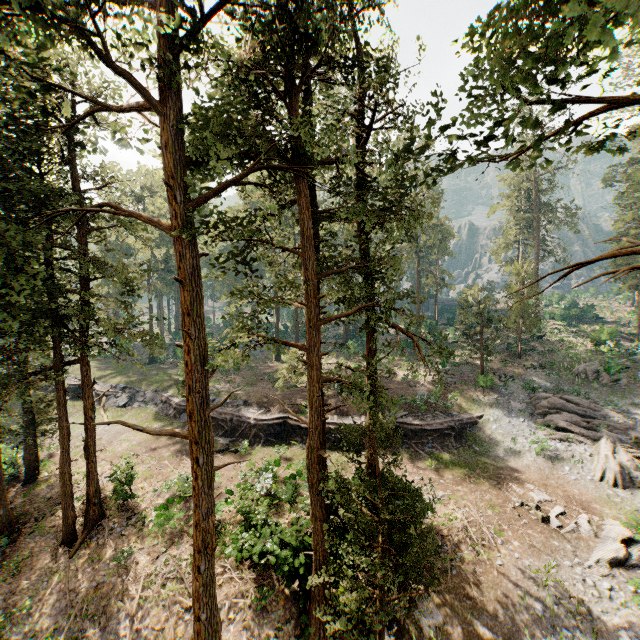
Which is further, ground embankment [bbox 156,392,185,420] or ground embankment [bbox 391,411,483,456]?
ground embankment [bbox 156,392,185,420]

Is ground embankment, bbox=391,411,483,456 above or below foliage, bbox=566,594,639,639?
above

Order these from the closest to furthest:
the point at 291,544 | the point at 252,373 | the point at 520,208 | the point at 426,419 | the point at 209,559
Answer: the point at 209,559
the point at 291,544
the point at 426,419
the point at 252,373
the point at 520,208

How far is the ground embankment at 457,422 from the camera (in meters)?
24.44

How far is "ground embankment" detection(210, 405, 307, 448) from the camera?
25.1m

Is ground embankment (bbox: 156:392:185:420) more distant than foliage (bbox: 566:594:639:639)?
Yes

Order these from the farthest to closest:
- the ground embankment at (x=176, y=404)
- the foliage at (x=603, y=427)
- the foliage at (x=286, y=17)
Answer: the ground embankment at (x=176, y=404), the foliage at (x=603, y=427), the foliage at (x=286, y=17)
